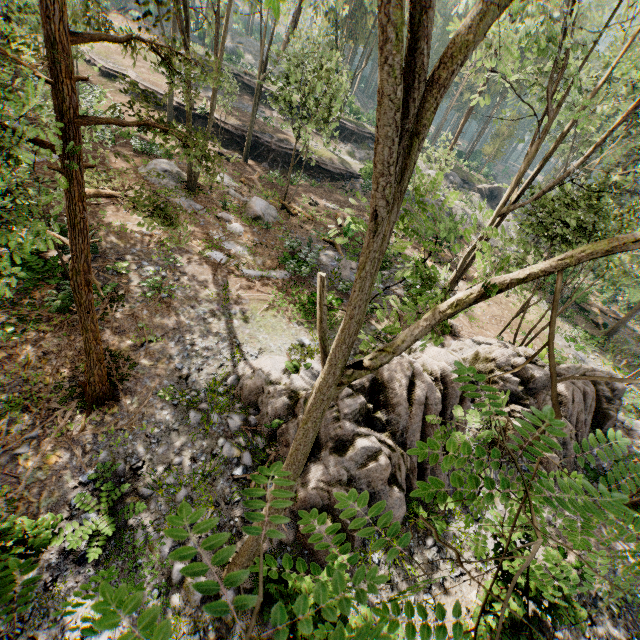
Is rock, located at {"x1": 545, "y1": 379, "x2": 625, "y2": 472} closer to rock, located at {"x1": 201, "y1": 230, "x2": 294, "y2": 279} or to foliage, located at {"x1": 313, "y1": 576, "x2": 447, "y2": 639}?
foliage, located at {"x1": 313, "y1": 576, "x2": 447, "y2": 639}

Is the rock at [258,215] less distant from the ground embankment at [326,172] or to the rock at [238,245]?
the rock at [238,245]

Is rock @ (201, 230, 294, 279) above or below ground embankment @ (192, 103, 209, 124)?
below

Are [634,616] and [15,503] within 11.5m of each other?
no

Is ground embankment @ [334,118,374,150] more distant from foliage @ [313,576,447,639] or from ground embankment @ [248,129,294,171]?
ground embankment @ [248,129,294,171]

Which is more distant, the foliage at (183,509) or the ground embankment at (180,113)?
the ground embankment at (180,113)

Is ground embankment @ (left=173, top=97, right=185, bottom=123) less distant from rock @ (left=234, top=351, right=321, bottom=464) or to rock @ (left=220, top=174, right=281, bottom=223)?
rock @ (left=220, top=174, right=281, bottom=223)

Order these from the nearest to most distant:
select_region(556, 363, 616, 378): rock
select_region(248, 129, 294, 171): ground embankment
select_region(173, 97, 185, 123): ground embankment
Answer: select_region(556, 363, 616, 378): rock, select_region(173, 97, 185, 123): ground embankment, select_region(248, 129, 294, 171): ground embankment
